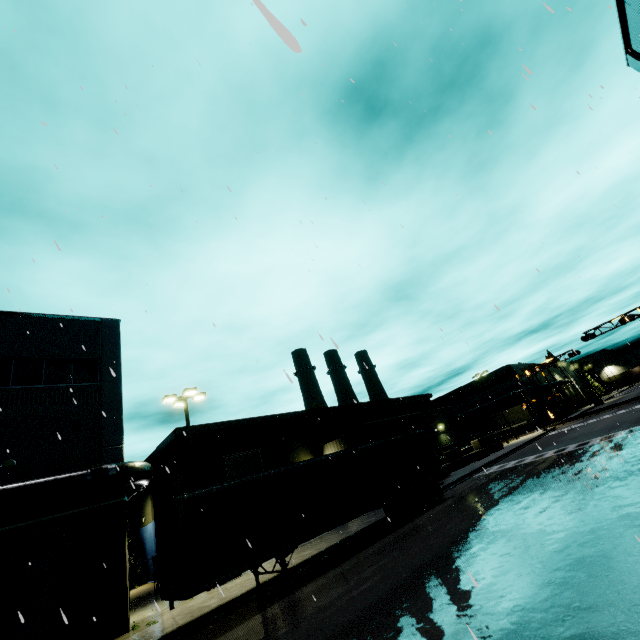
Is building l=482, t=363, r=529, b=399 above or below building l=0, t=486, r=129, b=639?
above

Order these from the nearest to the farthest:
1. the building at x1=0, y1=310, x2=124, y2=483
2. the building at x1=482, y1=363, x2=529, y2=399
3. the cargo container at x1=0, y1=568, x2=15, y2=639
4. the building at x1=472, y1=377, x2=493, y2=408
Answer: the cargo container at x1=0, y1=568, x2=15, y2=639 → the building at x1=0, y1=310, x2=124, y2=483 → the building at x1=482, y1=363, x2=529, y2=399 → the building at x1=472, y1=377, x2=493, y2=408

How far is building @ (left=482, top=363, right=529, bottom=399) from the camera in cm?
5514

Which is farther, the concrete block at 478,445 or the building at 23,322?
the concrete block at 478,445

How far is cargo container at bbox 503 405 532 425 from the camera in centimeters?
4919cm

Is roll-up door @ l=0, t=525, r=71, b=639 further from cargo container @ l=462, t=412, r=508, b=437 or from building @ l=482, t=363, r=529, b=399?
cargo container @ l=462, t=412, r=508, b=437

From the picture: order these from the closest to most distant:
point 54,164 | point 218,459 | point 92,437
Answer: point 54,164
point 92,437
point 218,459

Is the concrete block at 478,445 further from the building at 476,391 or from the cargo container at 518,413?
the cargo container at 518,413
